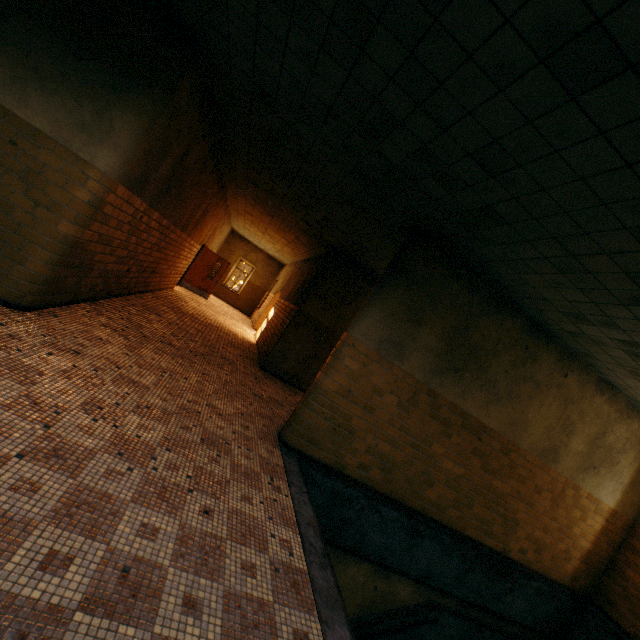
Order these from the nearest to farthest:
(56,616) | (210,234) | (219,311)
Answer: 1. (56,616)
2. (210,234)
3. (219,311)

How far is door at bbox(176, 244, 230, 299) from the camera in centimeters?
1445cm

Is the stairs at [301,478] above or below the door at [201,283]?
below

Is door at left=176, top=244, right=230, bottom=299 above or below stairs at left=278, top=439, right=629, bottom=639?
above

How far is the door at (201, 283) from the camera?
14.45m

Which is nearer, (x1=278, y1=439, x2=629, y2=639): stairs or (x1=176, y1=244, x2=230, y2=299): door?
(x1=278, y1=439, x2=629, y2=639): stairs
